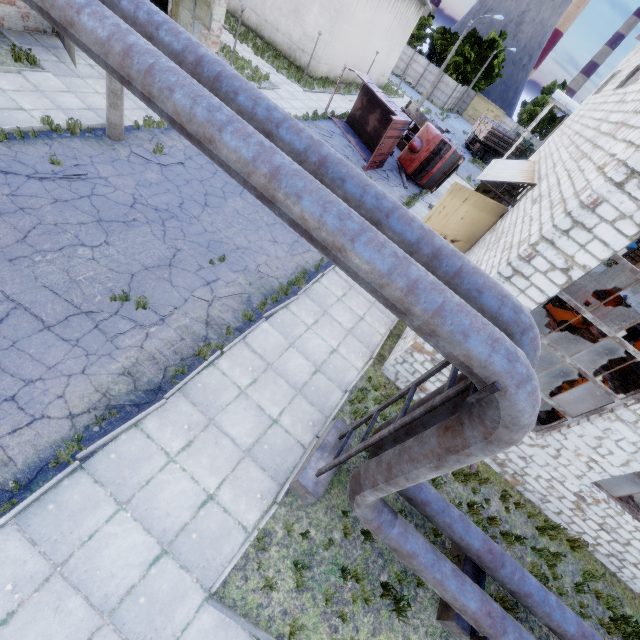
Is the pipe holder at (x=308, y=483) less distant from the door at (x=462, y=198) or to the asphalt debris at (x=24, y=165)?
the door at (x=462, y=198)

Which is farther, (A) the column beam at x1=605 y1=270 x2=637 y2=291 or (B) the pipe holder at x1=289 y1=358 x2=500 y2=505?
(A) the column beam at x1=605 y1=270 x2=637 y2=291

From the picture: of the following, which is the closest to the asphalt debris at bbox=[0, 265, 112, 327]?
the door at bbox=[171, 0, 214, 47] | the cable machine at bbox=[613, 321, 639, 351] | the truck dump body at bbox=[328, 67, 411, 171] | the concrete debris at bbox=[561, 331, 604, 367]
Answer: the door at bbox=[171, 0, 214, 47]

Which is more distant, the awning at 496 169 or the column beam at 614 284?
the column beam at 614 284

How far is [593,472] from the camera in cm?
800

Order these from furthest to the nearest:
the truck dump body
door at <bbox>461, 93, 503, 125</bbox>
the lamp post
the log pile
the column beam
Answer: door at <bbox>461, 93, 503, 125</bbox> < the log pile < the column beam < the truck dump body < the lamp post

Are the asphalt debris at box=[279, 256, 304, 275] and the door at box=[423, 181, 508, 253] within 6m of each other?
yes

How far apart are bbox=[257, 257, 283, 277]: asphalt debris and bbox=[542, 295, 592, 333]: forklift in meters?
14.4
